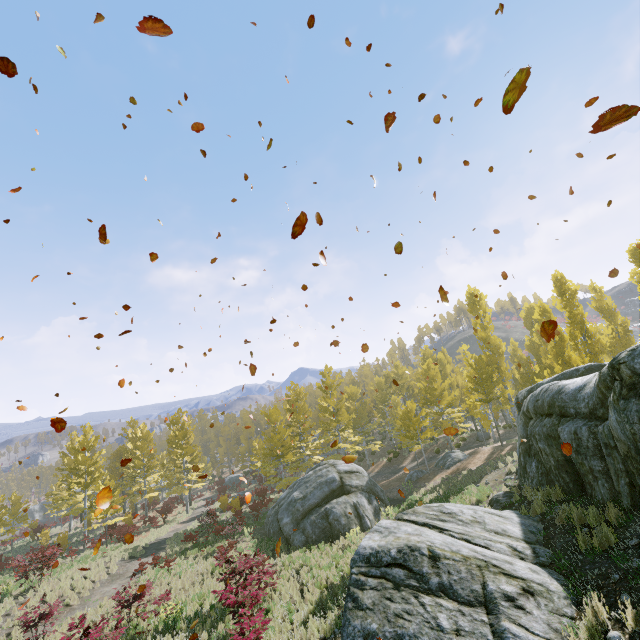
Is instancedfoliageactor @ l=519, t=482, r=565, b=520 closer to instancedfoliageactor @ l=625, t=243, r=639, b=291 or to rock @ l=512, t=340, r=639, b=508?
rock @ l=512, t=340, r=639, b=508

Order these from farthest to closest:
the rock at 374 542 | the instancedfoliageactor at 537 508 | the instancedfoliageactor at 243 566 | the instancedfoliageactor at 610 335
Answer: the instancedfoliageactor at 610 335, the instancedfoliageactor at 537 508, the instancedfoliageactor at 243 566, the rock at 374 542

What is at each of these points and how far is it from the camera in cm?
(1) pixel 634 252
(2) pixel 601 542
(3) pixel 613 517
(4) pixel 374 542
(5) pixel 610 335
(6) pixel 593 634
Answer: (1) instancedfoliageactor, 2161
(2) instancedfoliageactor, 600
(3) instancedfoliageactor, 647
(4) rock, 702
(5) instancedfoliageactor, 3125
(6) instancedfoliageactor, 443

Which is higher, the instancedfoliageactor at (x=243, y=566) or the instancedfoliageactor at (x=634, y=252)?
the instancedfoliageactor at (x=634, y=252)

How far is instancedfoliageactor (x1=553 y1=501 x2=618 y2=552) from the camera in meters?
6.0 m

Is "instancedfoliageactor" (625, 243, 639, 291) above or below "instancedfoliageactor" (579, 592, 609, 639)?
above
